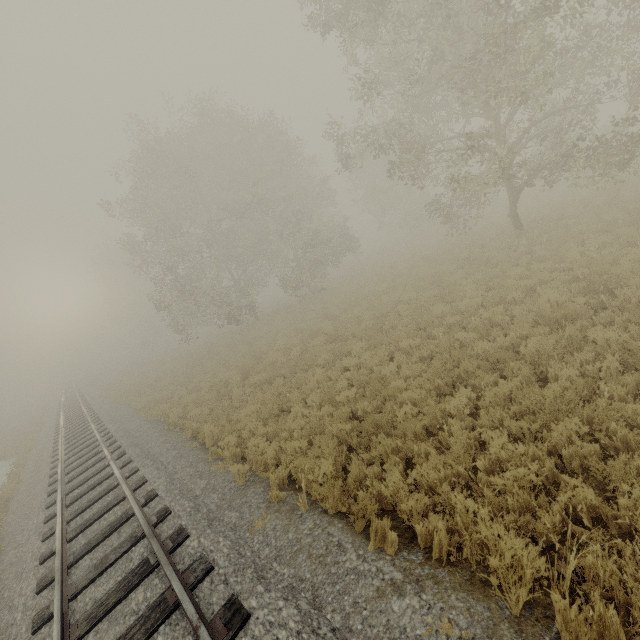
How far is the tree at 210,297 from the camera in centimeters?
2256cm

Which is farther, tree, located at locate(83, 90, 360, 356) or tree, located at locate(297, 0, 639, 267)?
tree, located at locate(83, 90, 360, 356)

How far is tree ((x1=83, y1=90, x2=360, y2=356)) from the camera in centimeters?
2256cm

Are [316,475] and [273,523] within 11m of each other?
yes

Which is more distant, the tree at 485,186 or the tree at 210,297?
the tree at 210,297
